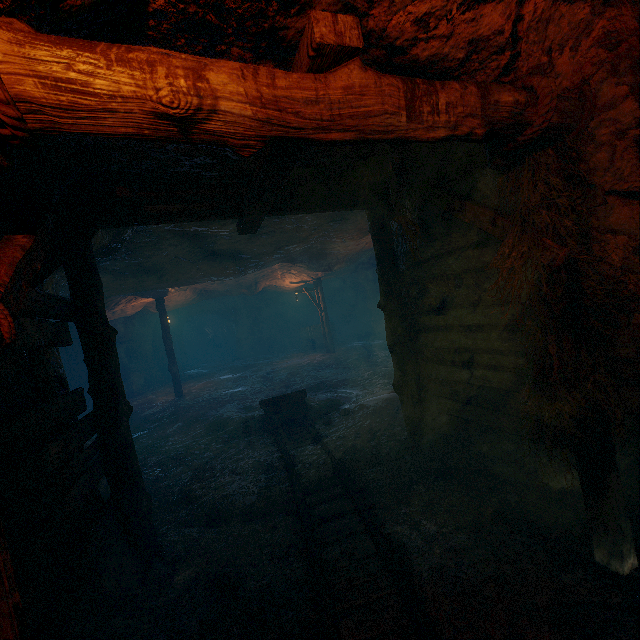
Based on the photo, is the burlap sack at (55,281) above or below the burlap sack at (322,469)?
above

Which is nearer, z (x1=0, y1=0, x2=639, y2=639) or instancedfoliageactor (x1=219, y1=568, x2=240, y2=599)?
z (x1=0, y1=0, x2=639, y2=639)

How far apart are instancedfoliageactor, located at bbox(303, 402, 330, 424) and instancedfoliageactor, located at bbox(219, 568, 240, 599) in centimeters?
453cm

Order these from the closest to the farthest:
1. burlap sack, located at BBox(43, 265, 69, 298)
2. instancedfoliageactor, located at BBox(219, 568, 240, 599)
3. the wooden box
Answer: instancedfoliageactor, located at BBox(219, 568, 240, 599) < burlap sack, located at BBox(43, 265, 69, 298) < the wooden box

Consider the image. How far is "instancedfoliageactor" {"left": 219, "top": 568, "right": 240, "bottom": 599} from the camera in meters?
3.3 m

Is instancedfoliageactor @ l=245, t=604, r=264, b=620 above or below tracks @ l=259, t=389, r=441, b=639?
below

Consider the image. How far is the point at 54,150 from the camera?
2.79m

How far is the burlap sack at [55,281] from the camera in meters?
5.2
